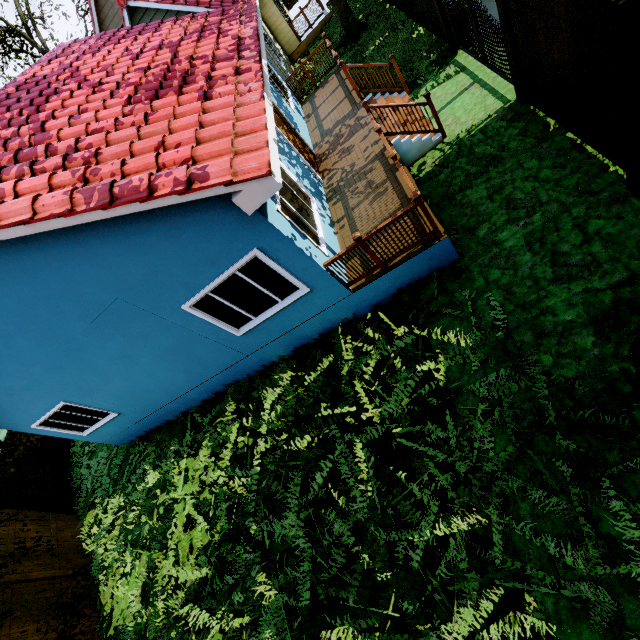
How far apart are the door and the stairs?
1.9m

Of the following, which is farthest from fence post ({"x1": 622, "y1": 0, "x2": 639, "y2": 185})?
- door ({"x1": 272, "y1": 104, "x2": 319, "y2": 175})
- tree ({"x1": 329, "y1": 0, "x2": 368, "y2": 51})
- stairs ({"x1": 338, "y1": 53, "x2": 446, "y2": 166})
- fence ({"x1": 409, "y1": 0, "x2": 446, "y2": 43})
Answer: door ({"x1": 272, "y1": 104, "x2": 319, "y2": 175})

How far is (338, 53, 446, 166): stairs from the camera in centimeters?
712cm

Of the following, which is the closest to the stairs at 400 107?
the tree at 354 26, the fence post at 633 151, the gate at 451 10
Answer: the gate at 451 10

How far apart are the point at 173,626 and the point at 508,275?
9.3m

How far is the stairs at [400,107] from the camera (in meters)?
7.12

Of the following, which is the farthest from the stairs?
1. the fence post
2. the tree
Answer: the tree

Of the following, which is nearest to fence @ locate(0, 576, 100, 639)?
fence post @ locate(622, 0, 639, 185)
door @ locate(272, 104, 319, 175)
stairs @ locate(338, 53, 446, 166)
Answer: fence post @ locate(622, 0, 639, 185)
